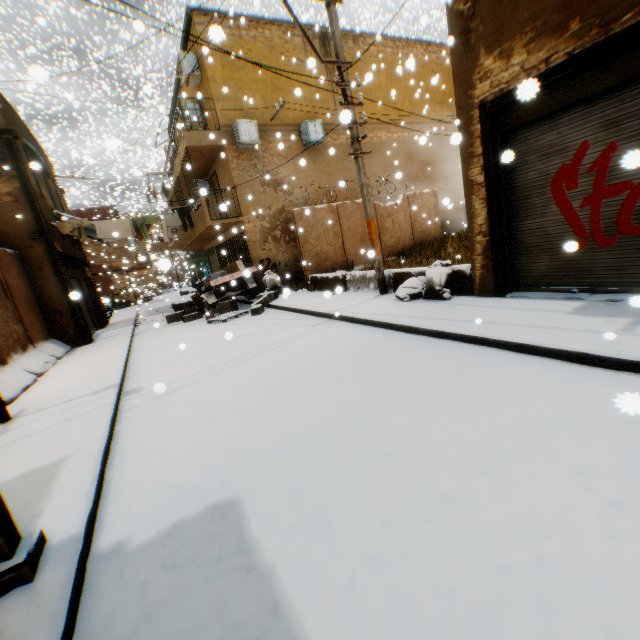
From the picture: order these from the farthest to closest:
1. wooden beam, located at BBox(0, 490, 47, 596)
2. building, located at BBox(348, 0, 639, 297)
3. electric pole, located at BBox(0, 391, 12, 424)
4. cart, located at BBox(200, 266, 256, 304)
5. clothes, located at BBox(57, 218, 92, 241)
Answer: cart, located at BBox(200, 266, 256, 304), clothes, located at BBox(57, 218, 92, 241), electric pole, located at BBox(0, 391, 12, 424), building, located at BBox(348, 0, 639, 297), wooden beam, located at BBox(0, 490, 47, 596)

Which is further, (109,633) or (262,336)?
(262,336)

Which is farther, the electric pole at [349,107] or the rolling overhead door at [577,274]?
the electric pole at [349,107]

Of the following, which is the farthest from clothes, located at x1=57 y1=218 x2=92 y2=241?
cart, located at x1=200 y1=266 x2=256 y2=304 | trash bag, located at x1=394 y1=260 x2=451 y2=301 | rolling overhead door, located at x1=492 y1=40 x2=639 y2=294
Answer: cart, located at x1=200 y1=266 x2=256 y2=304

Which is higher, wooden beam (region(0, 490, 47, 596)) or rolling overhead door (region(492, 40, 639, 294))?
rolling overhead door (region(492, 40, 639, 294))

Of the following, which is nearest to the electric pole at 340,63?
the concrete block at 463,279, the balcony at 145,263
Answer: the concrete block at 463,279

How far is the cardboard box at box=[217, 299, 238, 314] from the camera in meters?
12.6
